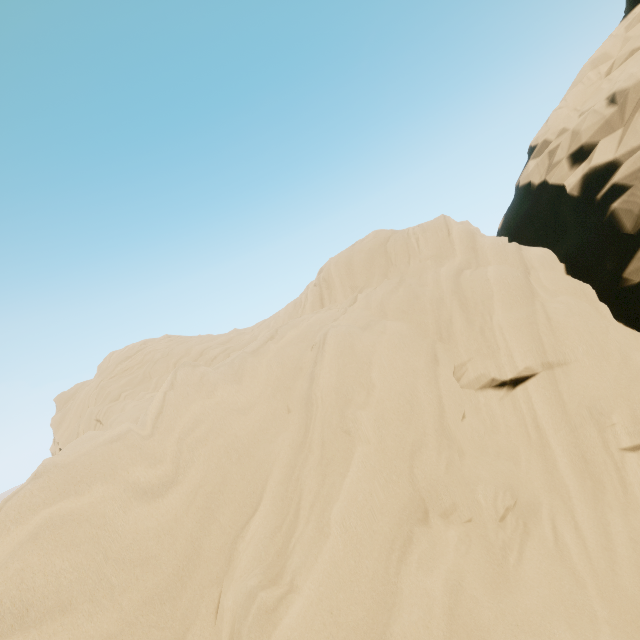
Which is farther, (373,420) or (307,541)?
(373,420)
